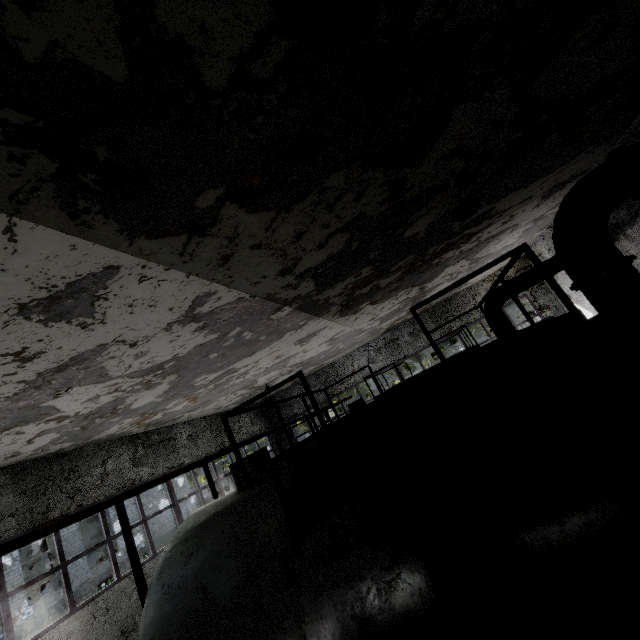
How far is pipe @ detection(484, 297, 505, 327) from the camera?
11.15m

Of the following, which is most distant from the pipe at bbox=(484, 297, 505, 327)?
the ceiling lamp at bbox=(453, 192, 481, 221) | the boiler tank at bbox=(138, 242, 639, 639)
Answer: the ceiling lamp at bbox=(453, 192, 481, 221)

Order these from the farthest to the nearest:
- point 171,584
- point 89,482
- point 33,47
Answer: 1. point 89,482
2. point 171,584
3. point 33,47

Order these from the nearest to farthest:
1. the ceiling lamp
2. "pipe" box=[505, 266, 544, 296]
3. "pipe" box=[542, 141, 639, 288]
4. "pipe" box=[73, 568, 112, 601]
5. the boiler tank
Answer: the boiler tank → "pipe" box=[542, 141, 639, 288] → the ceiling lamp → "pipe" box=[505, 266, 544, 296] → "pipe" box=[73, 568, 112, 601]

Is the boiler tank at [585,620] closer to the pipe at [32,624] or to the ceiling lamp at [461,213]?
the ceiling lamp at [461,213]

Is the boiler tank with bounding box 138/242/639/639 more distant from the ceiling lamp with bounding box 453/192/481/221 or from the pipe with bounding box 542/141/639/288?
the pipe with bounding box 542/141/639/288
